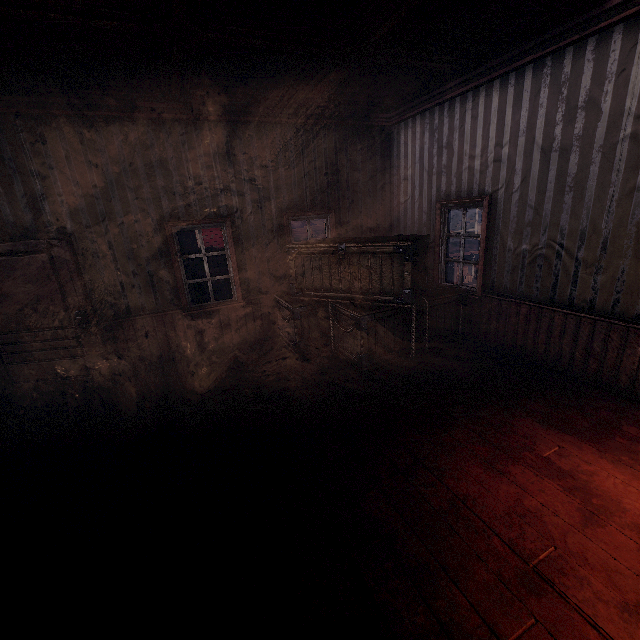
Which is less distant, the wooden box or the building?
the building

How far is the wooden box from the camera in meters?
4.5 m

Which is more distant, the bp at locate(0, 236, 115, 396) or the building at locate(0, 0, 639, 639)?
the bp at locate(0, 236, 115, 396)

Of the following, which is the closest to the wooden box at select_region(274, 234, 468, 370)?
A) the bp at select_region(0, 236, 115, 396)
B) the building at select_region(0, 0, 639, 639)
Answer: the building at select_region(0, 0, 639, 639)

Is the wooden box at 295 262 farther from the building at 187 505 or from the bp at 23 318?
the bp at 23 318

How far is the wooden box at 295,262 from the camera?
4.45m

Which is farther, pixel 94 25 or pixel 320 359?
pixel 320 359
